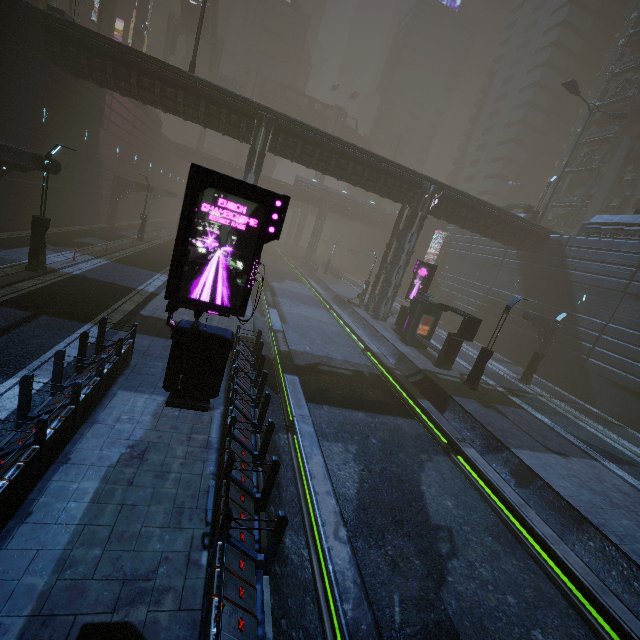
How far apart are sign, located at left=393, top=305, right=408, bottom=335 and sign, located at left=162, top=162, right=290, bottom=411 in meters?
18.1

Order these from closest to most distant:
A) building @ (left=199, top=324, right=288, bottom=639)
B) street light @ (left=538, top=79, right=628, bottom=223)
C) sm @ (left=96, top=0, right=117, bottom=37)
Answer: building @ (left=199, top=324, right=288, bottom=639), street light @ (left=538, top=79, right=628, bottom=223), sm @ (left=96, top=0, right=117, bottom=37)

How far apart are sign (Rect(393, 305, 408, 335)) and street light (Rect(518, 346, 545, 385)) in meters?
8.4

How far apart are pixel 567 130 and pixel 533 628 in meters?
76.2 m

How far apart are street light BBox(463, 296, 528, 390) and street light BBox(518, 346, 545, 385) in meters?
7.3 m

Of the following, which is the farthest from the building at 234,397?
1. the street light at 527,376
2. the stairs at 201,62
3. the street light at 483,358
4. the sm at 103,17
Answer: the stairs at 201,62

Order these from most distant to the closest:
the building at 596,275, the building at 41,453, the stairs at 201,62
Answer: the stairs at 201,62 → the building at 596,275 → the building at 41,453

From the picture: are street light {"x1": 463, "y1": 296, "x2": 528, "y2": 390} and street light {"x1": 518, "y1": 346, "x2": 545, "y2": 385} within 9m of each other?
yes
